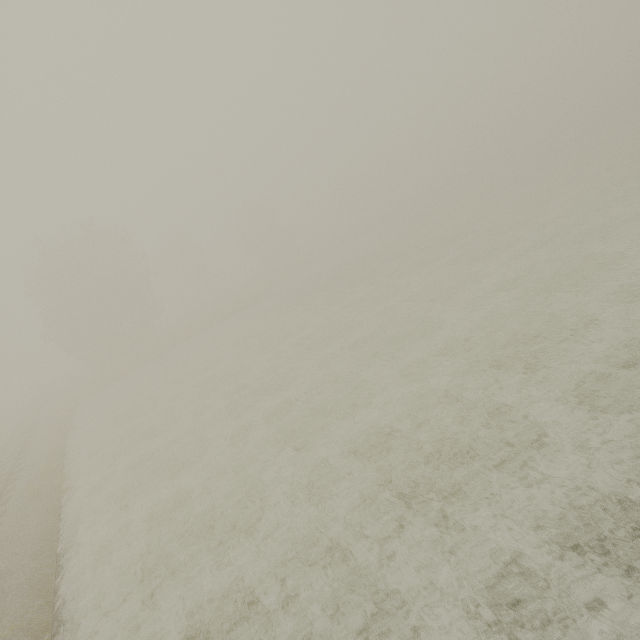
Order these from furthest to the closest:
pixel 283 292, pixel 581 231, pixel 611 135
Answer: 1. pixel 611 135
2. pixel 283 292
3. pixel 581 231
